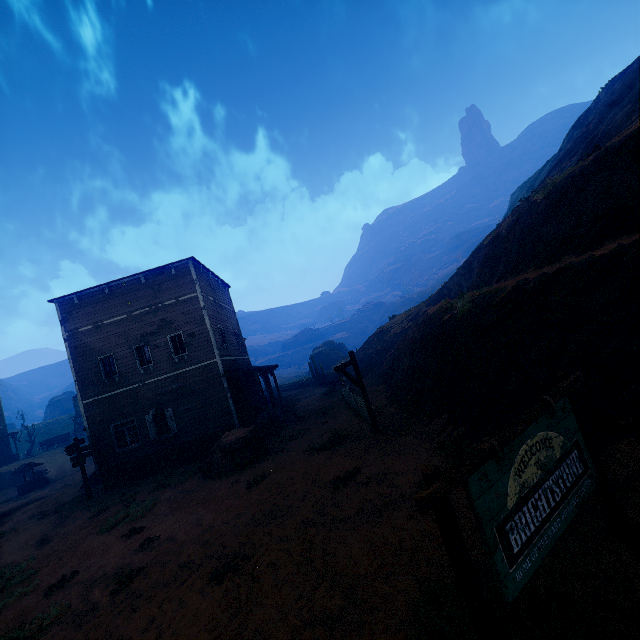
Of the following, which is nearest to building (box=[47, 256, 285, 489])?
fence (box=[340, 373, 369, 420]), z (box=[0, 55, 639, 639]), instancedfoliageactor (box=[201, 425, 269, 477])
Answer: z (box=[0, 55, 639, 639])

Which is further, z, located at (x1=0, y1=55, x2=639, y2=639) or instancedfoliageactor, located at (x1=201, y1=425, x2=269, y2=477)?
instancedfoliageactor, located at (x1=201, y1=425, x2=269, y2=477)

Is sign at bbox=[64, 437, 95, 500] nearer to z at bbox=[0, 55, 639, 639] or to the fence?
z at bbox=[0, 55, 639, 639]

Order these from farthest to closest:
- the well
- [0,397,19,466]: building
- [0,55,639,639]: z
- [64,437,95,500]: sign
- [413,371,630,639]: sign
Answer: [0,397,19,466]: building → the well → [64,437,95,500]: sign → [0,55,639,639]: z → [413,371,630,639]: sign

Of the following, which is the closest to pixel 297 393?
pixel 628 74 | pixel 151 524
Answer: pixel 151 524

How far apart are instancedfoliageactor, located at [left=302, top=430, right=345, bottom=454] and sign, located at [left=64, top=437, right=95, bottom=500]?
12.0m

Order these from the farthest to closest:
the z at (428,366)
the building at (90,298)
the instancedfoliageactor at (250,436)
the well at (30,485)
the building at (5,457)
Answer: the building at (5,457), the well at (30,485), the building at (90,298), the instancedfoliageactor at (250,436), the z at (428,366)

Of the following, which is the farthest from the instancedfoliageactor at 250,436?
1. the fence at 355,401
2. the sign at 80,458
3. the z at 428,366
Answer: the sign at 80,458
